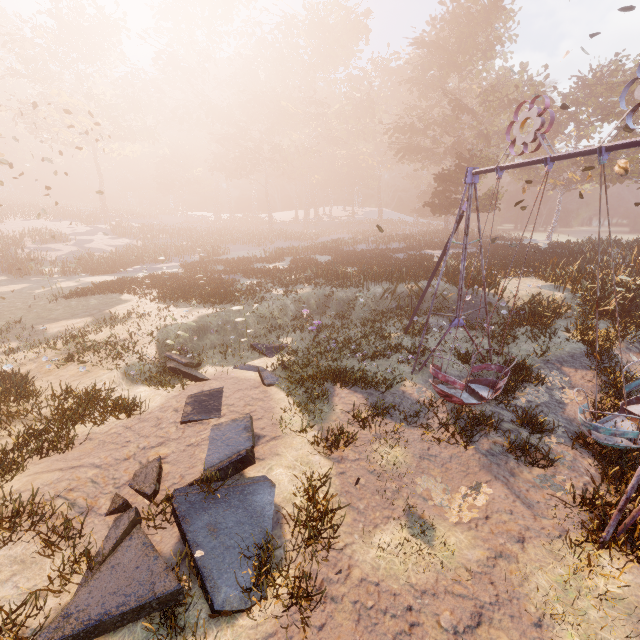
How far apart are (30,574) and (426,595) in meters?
6.0 m

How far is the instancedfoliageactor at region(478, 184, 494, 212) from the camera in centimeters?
2978cm

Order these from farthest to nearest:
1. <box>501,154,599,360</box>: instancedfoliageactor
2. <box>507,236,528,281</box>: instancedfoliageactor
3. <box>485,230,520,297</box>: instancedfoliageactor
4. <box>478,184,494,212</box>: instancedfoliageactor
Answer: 1. <box>478,184,494,212</box>: instancedfoliageactor
2. <box>507,236,528,281</box>: instancedfoliageactor
3. <box>485,230,520,297</box>: instancedfoliageactor
4. <box>501,154,599,360</box>: instancedfoliageactor

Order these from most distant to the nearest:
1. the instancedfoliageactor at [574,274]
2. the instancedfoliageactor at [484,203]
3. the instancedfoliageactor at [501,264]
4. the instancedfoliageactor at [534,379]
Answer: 1. the instancedfoliageactor at [484,203]
2. the instancedfoliageactor at [501,264]
3. the instancedfoliageactor at [574,274]
4. the instancedfoliageactor at [534,379]

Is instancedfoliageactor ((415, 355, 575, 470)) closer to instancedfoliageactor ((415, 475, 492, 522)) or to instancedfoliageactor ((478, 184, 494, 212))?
instancedfoliageactor ((415, 475, 492, 522))

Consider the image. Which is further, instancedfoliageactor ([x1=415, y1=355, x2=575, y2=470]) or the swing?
instancedfoliageactor ([x1=415, y1=355, x2=575, y2=470])

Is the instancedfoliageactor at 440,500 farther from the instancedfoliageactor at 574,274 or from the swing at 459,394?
the instancedfoliageactor at 574,274
